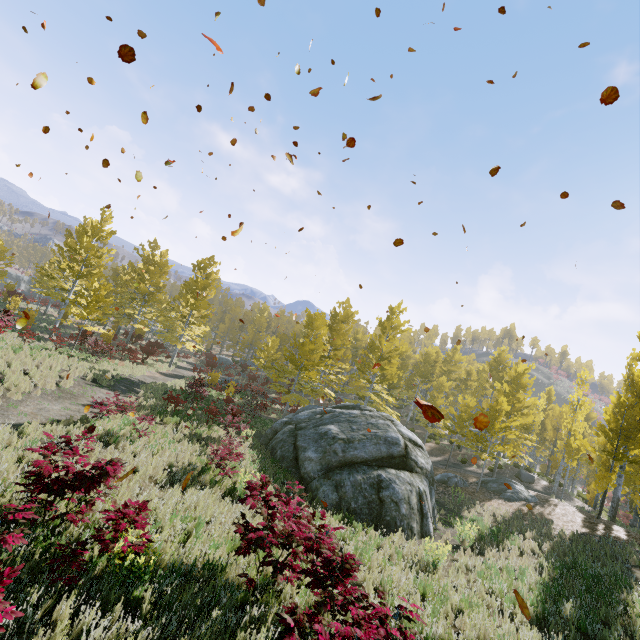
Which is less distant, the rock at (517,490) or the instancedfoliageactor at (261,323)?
the instancedfoliageactor at (261,323)

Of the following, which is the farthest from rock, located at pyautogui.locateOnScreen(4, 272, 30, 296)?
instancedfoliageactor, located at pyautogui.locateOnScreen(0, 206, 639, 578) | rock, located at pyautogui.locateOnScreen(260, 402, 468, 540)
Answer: rock, located at pyautogui.locateOnScreen(260, 402, 468, 540)

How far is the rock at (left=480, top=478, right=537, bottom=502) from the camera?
18.2 meters

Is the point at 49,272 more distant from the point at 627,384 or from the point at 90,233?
the point at 627,384

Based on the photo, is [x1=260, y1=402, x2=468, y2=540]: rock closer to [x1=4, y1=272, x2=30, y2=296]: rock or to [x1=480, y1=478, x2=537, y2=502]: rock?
[x1=480, y1=478, x2=537, y2=502]: rock

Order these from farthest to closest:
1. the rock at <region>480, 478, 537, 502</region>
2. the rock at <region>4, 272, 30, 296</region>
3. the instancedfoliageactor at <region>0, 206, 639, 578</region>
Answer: the rock at <region>4, 272, 30, 296</region>, the rock at <region>480, 478, 537, 502</region>, the instancedfoliageactor at <region>0, 206, 639, 578</region>

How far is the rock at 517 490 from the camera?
18.2 meters
